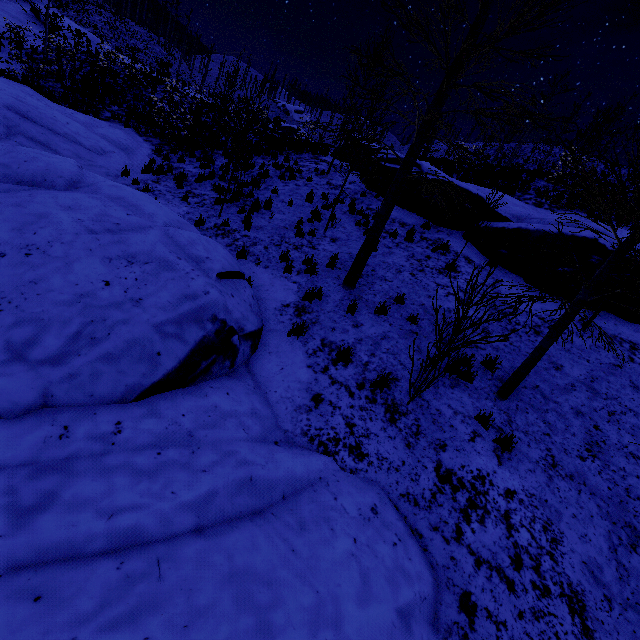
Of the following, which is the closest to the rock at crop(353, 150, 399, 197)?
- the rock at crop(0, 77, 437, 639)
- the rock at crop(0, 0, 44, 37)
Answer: the rock at crop(0, 77, 437, 639)

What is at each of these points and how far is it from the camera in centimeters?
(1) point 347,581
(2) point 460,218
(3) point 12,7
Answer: (1) rock, 298cm
(2) rock, 1187cm
(3) rock, 2438cm

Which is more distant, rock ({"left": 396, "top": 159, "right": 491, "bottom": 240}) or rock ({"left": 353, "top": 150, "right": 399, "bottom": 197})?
rock ({"left": 353, "top": 150, "right": 399, "bottom": 197})

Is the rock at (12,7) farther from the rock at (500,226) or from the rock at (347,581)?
the rock at (500,226)

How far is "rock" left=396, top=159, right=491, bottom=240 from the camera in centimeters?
1156cm

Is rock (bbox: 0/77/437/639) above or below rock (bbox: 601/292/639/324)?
below
